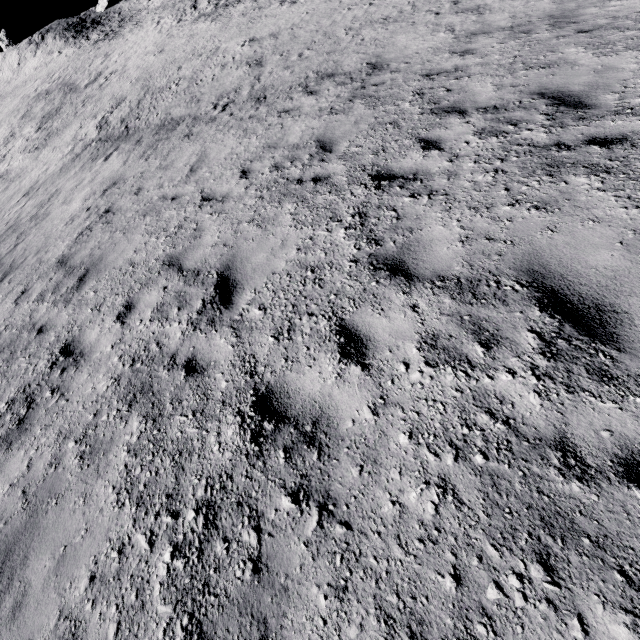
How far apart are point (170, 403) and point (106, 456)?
0.8 meters
